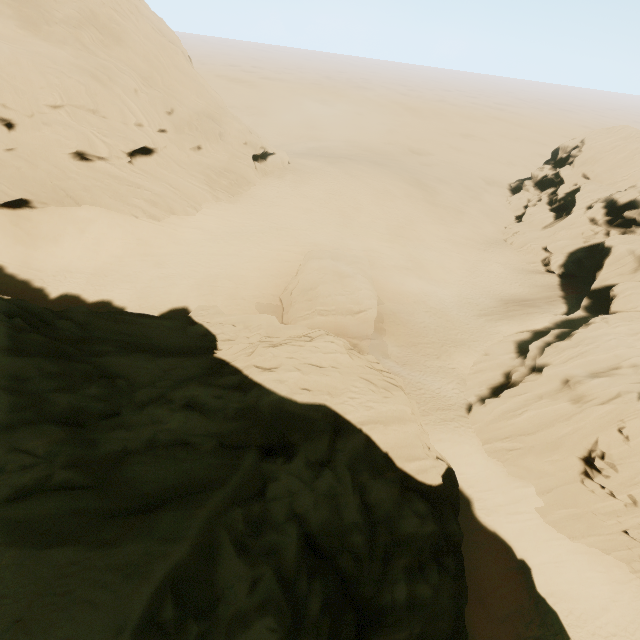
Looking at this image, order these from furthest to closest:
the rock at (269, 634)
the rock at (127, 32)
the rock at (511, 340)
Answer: the rock at (127, 32), the rock at (511, 340), the rock at (269, 634)

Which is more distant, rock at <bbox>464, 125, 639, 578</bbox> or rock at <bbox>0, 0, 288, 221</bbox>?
rock at <bbox>0, 0, 288, 221</bbox>

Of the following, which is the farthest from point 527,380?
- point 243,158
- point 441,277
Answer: point 243,158

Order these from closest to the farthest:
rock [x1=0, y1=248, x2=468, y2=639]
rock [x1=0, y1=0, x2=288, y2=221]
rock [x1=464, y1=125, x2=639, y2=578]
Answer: rock [x1=0, y1=248, x2=468, y2=639] → rock [x1=464, y1=125, x2=639, y2=578] → rock [x1=0, y1=0, x2=288, y2=221]

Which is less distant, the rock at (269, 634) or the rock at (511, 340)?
the rock at (269, 634)
